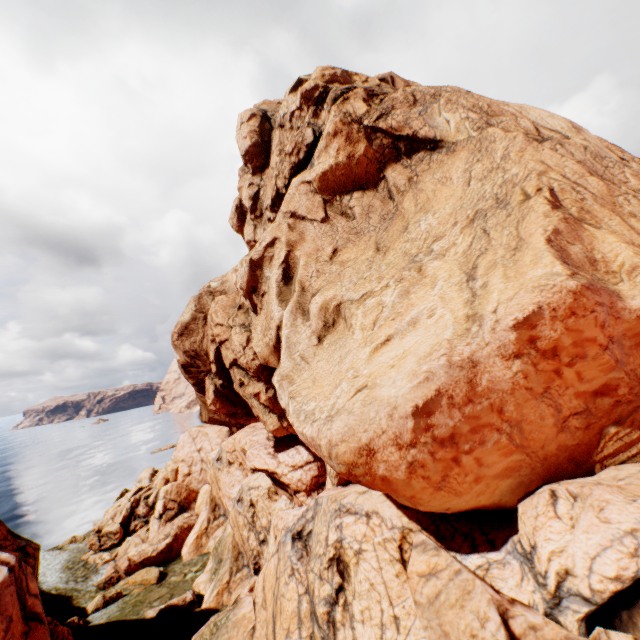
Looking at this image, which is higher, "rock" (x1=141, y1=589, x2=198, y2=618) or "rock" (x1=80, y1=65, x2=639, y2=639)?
"rock" (x1=80, y1=65, x2=639, y2=639)

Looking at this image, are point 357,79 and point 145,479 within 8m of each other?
no

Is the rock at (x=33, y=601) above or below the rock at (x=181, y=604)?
above

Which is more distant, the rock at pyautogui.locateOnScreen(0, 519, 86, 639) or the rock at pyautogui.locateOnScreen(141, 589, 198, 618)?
the rock at pyautogui.locateOnScreen(141, 589, 198, 618)

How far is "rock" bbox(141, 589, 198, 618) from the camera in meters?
22.0

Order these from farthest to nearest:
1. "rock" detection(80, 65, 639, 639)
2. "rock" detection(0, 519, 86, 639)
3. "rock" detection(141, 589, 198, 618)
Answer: "rock" detection(141, 589, 198, 618) → "rock" detection(0, 519, 86, 639) → "rock" detection(80, 65, 639, 639)

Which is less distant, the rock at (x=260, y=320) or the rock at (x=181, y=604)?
the rock at (x=260, y=320)
